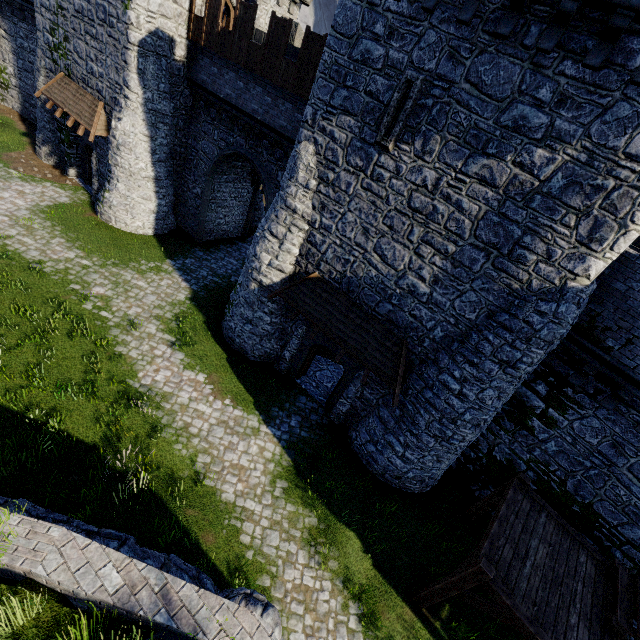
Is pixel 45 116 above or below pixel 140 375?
above

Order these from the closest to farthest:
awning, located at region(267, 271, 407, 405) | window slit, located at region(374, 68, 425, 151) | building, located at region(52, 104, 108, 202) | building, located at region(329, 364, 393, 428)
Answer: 1. window slit, located at region(374, 68, 425, 151)
2. awning, located at region(267, 271, 407, 405)
3. building, located at region(329, 364, 393, 428)
4. building, located at region(52, 104, 108, 202)

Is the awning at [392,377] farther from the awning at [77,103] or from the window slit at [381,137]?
the awning at [77,103]

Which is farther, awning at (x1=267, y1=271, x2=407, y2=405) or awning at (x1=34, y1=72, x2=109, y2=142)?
awning at (x1=34, y1=72, x2=109, y2=142)

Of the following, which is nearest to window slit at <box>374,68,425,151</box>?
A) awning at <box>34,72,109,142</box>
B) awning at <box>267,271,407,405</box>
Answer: awning at <box>267,271,407,405</box>

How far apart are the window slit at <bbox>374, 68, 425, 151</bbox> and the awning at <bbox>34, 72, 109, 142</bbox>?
15.46m

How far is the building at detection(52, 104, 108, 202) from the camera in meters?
18.4

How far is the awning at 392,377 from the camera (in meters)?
10.93
